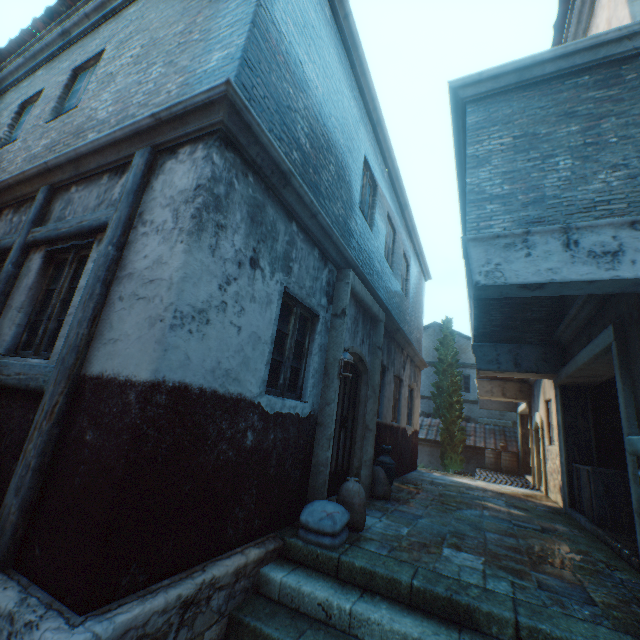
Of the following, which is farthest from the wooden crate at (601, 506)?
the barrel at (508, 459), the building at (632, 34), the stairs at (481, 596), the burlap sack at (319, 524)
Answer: the barrel at (508, 459)

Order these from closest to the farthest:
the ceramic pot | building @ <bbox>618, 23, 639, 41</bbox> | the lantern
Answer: building @ <bbox>618, 23, 639, 41</bbox>, the lantern, the ceramic pot

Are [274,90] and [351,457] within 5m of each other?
no

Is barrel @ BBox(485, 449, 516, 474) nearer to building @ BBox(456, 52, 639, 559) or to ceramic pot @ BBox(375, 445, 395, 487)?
building @ BBox(456, 52, 639, 559)

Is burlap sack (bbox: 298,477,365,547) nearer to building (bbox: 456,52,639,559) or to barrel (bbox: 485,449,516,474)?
building (bbox: 456,52,639,559)

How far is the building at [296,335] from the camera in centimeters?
405cm

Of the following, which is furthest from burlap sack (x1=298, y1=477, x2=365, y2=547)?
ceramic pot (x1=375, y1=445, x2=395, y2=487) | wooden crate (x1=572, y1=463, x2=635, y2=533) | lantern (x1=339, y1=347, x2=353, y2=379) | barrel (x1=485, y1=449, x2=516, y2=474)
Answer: barrel (x1=485, y1=449, x2=516, y2=474)

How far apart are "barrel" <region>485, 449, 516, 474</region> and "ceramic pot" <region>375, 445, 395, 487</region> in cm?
1219
